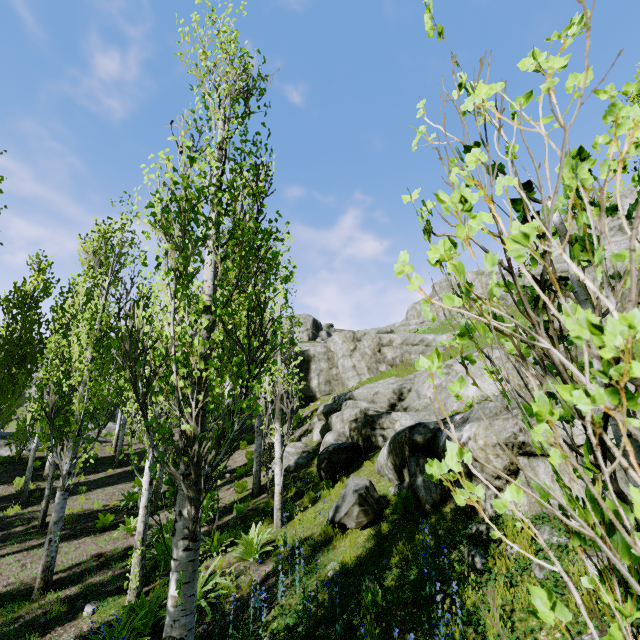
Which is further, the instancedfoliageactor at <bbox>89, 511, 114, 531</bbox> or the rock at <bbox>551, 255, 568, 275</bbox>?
the rock at <bbox>551, 255, 568, 275</bbox>

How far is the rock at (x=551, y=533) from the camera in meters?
4.4 m

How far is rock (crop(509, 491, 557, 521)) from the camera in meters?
5.0

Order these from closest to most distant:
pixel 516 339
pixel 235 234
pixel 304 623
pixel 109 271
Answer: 1. pixel 516 339
2. pixel 235 234
3. pixel 304 623
4. pixel 109 271

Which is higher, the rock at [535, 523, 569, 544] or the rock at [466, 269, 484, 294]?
the rock at [466, 269, 484, 294]

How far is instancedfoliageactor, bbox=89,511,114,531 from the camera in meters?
10.3 m
